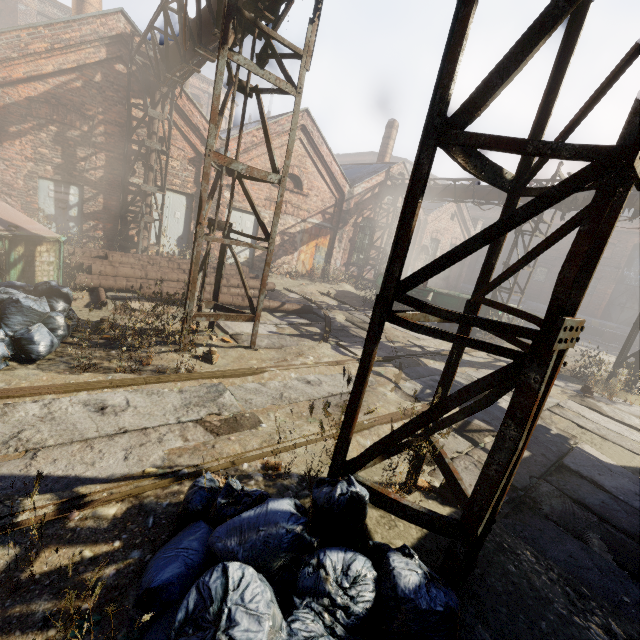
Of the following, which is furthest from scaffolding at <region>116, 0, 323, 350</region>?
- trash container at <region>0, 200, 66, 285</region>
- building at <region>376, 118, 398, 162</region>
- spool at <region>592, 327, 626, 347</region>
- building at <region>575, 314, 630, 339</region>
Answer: building at <region>575, 314, 630, 339</region>

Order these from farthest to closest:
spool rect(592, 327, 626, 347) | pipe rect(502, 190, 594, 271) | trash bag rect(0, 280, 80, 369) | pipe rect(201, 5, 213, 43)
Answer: spool rect(592, 327, 626, 347) → pipe rect(502, 190, 594, 271) → pipe rect(201, 5, 213, 43) → trash bag rect(0, 280, 80, 369)

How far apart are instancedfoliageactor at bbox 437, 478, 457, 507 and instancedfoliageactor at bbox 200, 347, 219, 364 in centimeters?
297cm

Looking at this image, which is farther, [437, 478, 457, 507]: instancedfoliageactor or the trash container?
the trash container

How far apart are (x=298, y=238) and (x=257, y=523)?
14.99m

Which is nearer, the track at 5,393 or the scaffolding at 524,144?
the scaffolding at 524,144

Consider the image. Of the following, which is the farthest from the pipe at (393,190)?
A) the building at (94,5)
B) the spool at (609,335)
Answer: the spool at (609,335)

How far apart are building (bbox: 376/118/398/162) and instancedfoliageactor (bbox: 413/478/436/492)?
20.3m
